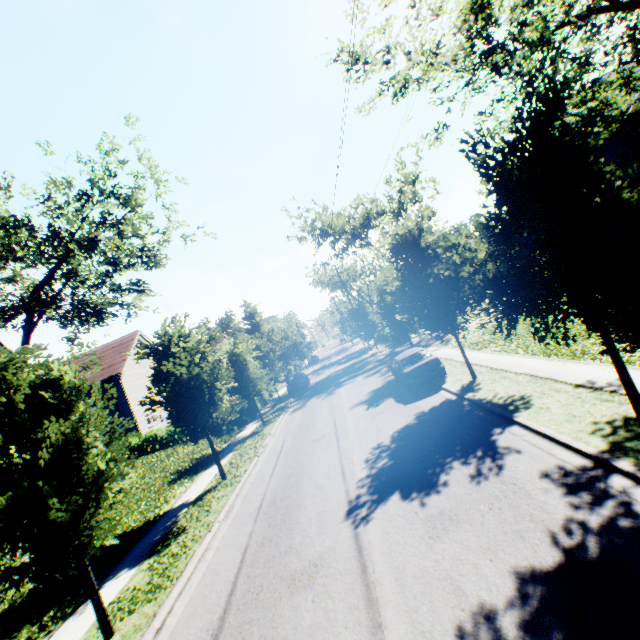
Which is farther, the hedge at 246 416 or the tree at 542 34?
the hedge at 246 416

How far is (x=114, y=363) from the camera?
31.7m

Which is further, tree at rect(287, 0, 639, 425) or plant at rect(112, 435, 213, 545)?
plant at rect(112, 435, 213, 545)

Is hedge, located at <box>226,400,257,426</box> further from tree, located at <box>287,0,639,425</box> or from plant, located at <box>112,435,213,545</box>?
plant, located at <box>112,435,213,545</box>

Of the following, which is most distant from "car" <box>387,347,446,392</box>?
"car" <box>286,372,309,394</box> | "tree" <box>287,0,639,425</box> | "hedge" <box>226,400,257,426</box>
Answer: "car" <box>286,372,309,394</box>

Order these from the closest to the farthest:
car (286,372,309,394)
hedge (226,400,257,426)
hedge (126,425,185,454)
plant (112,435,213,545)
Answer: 1. plant (112,435,213,545)
2. hedge (226,400,257,426)
3. hedge (126,425,185,454)
4. car (286,372,309,394)

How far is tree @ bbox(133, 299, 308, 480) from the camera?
12.5m
